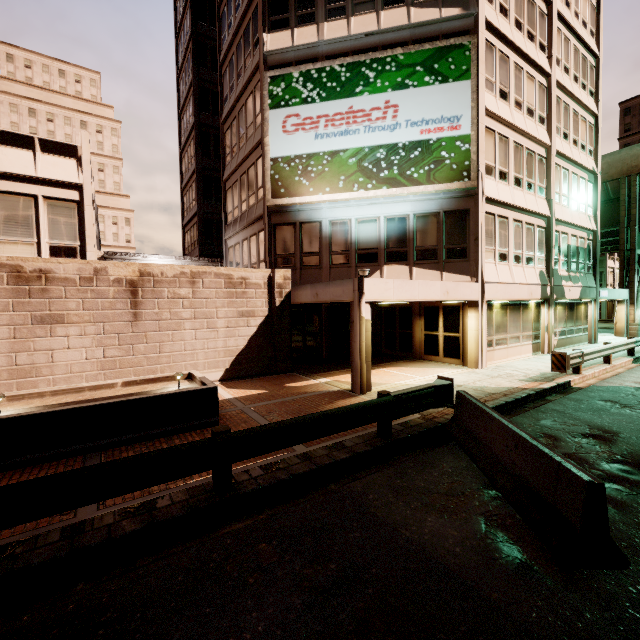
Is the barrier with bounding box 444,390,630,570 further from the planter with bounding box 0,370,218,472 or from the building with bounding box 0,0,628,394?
the planter with bounding box 0,370,218,472

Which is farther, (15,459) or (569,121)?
(569,121)

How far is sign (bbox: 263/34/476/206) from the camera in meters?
13.4 m

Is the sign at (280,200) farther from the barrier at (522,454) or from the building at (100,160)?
the barrier at (522,454)

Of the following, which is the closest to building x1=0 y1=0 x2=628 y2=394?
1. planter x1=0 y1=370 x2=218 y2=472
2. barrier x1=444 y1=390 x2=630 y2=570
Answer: barrier x1=444 y1=390 x2=630 y2=570

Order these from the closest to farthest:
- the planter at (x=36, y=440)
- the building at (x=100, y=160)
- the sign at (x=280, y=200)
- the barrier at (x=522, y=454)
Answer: the barrier at (x=522, y=454) → the planter at (x=36, y=440) → the building at (x=100, y=160) → the sign at (x=280, y=200)

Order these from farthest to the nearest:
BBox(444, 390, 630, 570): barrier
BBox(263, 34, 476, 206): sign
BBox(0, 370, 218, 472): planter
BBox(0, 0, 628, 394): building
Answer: BBox(263, 34, 476, 206): sign < BBox(0, 0, 628, 394): building < BBox(0, 370, 218, 472): planter < BBox(444, 390, 630, 570): barrier

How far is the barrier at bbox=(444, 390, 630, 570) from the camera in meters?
3.6 m
